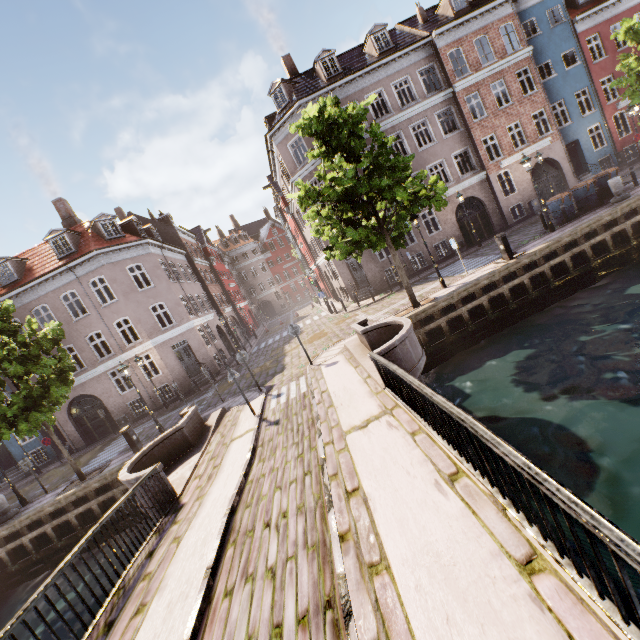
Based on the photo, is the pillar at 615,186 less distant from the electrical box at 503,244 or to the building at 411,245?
the electrical box at 503,244

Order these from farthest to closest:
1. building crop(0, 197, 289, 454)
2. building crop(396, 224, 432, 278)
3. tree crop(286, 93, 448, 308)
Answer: building crop(396, 224, 432, 278)
building crop(0, 197, 289, 454)
tree crop(286, 93, 448, 308)

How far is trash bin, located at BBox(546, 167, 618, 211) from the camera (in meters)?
16.05

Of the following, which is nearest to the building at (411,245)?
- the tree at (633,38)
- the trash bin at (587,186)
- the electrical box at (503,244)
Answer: the tree at (633,38)

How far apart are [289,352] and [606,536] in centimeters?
1791cm

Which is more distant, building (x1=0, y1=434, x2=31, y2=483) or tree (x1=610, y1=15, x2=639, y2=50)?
building (x1=0, y1=434, x2=31, y2=483)

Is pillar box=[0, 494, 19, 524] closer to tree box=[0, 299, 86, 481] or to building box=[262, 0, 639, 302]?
tree box=[0, 299, 86, 481]

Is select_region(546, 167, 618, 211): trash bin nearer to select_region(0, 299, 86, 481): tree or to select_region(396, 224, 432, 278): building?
select_region(0, 299, 86, 481): tree
